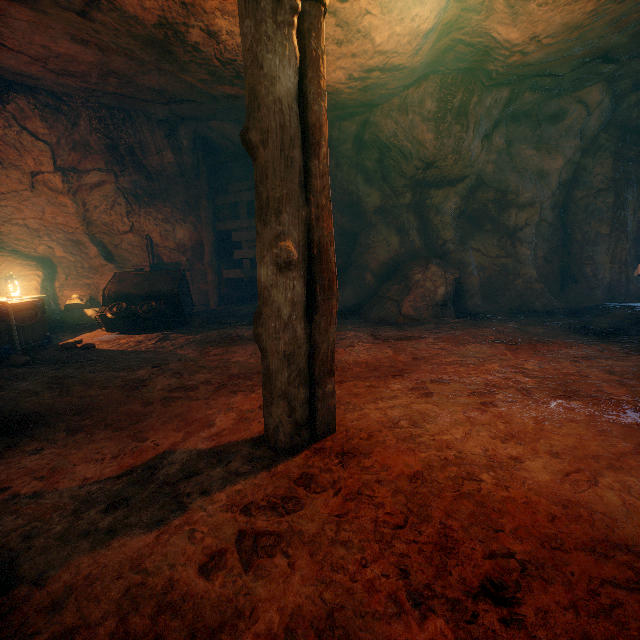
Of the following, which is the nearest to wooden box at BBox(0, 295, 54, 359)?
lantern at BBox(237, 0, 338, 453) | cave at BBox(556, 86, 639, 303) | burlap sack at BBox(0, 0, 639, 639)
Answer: burlap sack at BBox(0, 0, 639, 639)

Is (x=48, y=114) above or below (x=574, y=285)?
above

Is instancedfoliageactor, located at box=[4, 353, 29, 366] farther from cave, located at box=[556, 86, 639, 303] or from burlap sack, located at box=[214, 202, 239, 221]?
cave, located at box=[556, 86, 639, 303]

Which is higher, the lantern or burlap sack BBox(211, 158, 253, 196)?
burlap sack BBox(211, 158, 253, 196)

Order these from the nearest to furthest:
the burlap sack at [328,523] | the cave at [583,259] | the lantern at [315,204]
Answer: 1. the burlap sack at [328,523]
2. the lantern at [315,204]
3. the cave at [583,259]

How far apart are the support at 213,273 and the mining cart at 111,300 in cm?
163

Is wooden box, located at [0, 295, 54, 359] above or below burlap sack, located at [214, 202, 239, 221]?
below

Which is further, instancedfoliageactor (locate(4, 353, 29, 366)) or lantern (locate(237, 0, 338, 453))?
instancedfoliageactor (locate(4, 353, 29, 366))
